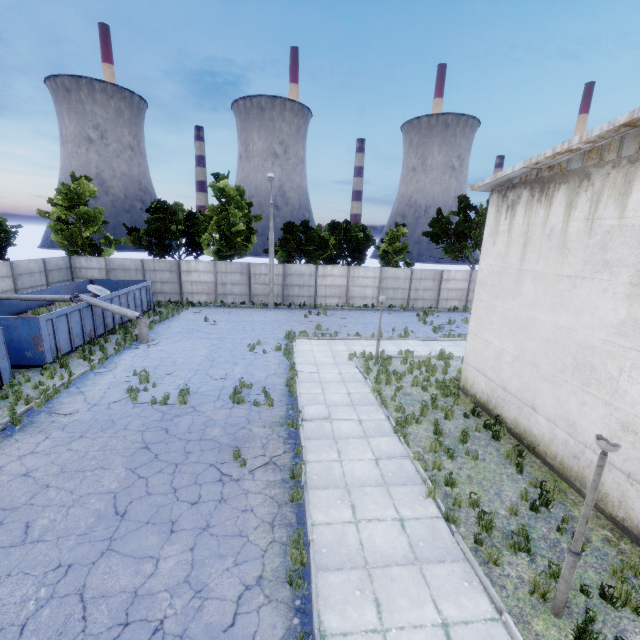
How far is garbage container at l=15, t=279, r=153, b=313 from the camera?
19.1m

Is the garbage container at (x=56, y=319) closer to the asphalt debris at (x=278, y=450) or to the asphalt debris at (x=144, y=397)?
the asphalt debris at (x=144, y=397)

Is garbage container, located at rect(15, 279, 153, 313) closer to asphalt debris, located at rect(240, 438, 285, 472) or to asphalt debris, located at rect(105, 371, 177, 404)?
asphalt debris, located at rect(105, 371, 177, 404)

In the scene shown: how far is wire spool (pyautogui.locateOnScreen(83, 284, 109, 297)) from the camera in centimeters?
2204cm

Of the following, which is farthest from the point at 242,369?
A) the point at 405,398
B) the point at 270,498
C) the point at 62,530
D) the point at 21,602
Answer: the point at 21,602

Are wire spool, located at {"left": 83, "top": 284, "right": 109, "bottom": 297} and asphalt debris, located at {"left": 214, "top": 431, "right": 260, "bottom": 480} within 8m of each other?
no

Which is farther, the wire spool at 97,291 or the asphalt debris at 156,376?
the wire spool at 97,291

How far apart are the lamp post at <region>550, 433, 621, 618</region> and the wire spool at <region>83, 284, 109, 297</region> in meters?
26.1
